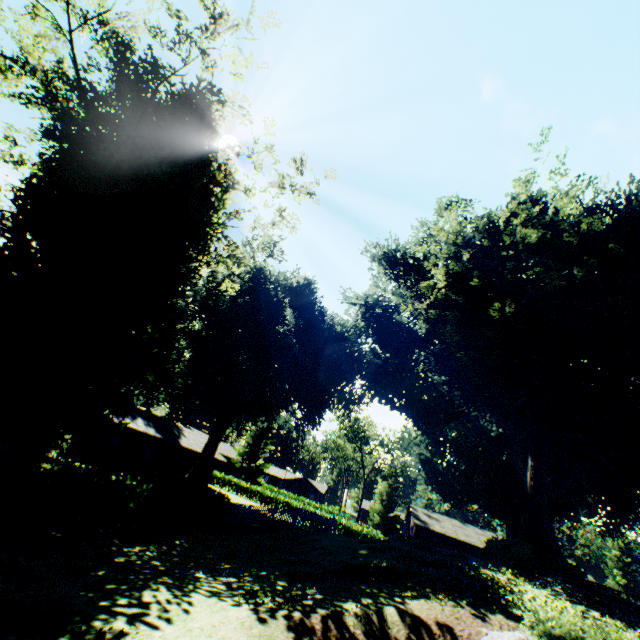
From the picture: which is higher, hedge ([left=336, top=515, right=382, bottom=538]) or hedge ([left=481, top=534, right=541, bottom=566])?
hedge ([left=481, top=534, right=541, bottom=566])

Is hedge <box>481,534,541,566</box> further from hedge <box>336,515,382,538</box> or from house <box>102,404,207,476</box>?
house <box>102,404,207,476</box>

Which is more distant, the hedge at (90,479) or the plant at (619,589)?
the plant at (619,589)

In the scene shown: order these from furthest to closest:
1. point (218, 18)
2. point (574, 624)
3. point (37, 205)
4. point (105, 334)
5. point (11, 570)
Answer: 1. point (105, 334)
2. point (37, 205)
3. point (218, 18)
4. point (574, 624)
5. point (11, 570)

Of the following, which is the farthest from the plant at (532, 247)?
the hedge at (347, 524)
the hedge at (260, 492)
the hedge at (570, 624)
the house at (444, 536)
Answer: the hedge at (570, 624)

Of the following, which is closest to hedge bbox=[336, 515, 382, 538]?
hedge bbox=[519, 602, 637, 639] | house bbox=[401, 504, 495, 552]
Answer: house bbox=[401, 504, 495, 552]

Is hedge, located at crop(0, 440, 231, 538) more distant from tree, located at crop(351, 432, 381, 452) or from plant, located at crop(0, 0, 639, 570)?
tree, located at crop(351, 432, 381, 452)

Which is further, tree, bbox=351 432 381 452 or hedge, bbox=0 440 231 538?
tree, bbox=351 432 381 452
